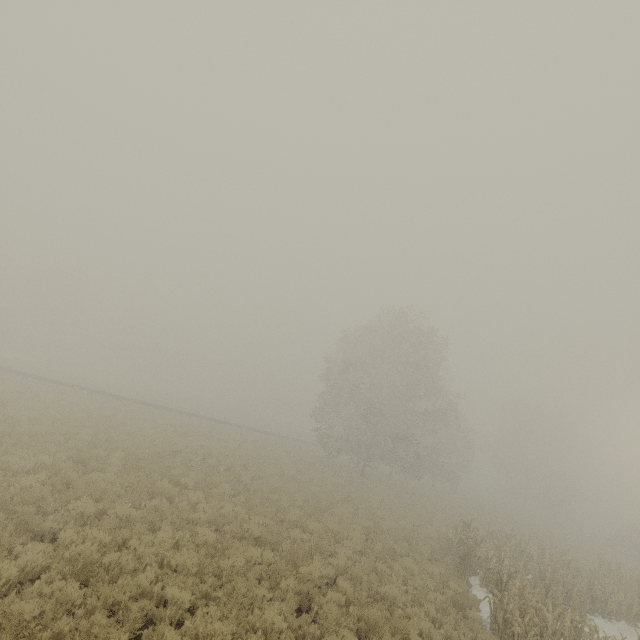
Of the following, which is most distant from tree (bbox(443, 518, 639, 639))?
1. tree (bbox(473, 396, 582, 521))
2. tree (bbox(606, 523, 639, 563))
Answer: tree (bbox(473, 396, 582, 521))

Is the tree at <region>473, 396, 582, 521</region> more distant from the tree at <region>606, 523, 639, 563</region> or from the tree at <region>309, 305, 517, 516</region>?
the tree at <region>309, 305, 517, 516</region>

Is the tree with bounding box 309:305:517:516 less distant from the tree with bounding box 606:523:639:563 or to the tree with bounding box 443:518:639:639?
the tree with bounding box 443:518:639:639

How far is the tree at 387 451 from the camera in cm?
2923

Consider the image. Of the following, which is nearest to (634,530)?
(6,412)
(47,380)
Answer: (6,412)

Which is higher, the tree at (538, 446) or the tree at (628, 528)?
the tree at (538, 446)

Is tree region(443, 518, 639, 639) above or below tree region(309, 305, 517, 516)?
below

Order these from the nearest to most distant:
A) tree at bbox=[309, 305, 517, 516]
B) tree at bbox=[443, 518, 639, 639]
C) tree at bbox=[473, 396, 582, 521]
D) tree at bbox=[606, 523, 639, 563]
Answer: tree at bbox=[443, 518, 639, 639]
tree at bbox=[309, 305, 517, 516]
tree at bbox=[606, 523, 639, 563]
tree at bbox=[473, 396, 582, 521]
